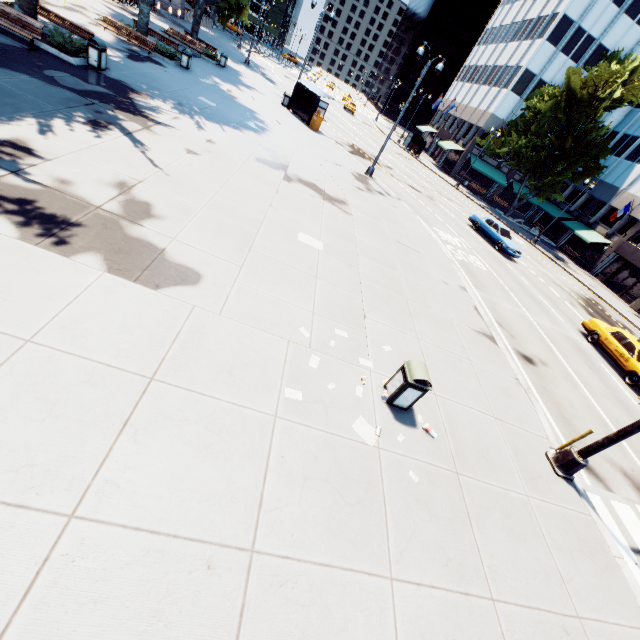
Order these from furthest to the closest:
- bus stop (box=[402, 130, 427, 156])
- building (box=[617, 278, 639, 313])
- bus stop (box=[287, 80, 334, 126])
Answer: bus stop (box=[402, 130, 427, 156]) → building (box=[617, 278, 639, 313]) → bus stop (box=[287, 80, 334, 126])

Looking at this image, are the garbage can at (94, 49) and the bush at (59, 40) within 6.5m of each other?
yes

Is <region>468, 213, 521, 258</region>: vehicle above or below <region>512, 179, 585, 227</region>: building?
below

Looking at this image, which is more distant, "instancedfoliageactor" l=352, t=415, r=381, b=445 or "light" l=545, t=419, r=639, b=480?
"light" l=545, t=419, r=639, b=480

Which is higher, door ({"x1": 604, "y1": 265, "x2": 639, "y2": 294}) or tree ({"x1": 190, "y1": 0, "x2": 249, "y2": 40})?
tree ({"x1": 190, "y1": 0, "x2": 249, "y2": 40})

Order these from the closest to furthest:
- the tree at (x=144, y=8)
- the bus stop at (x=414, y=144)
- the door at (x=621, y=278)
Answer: the tree at (x=144, y=8) < the door at (x=621, y=278) < the bus stop at (x=414, y=144)

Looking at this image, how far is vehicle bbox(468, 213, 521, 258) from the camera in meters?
A: 24.0

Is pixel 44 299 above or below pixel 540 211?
below
